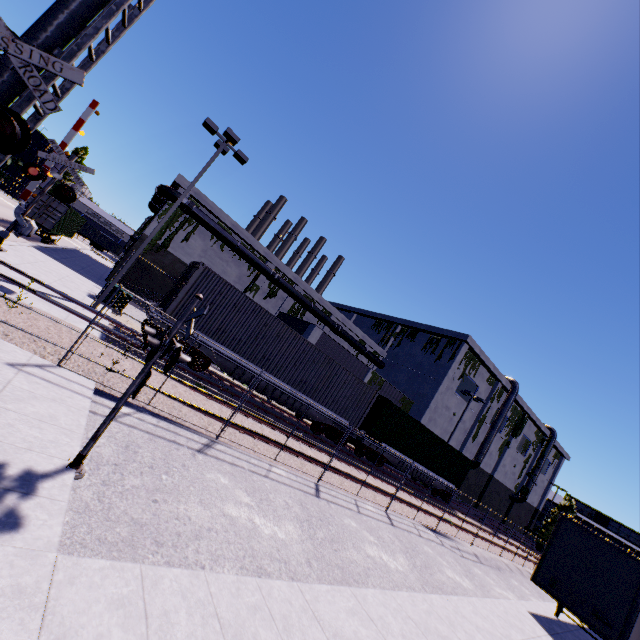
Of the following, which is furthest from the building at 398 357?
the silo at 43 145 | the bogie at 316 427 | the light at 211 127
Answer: the light at 211 127

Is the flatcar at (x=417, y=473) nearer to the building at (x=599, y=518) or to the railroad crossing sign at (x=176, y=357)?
the building at (x=599, y=518)

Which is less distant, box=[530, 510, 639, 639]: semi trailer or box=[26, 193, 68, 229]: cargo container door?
box=[530, 510, 639, 639]: semi trailer

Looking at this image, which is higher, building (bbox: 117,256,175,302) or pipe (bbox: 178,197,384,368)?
pipe (bbox: 178,197,384,368)

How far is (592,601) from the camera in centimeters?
1066cm

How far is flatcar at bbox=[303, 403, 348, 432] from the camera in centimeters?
1670cm

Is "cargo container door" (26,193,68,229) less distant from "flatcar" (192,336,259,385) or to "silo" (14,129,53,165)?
"flatcar" (192,336,259,385)

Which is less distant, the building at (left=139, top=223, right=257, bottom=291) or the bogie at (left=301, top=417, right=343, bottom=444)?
the bogie at (left=301, top=417, right=343, bottom=444)
